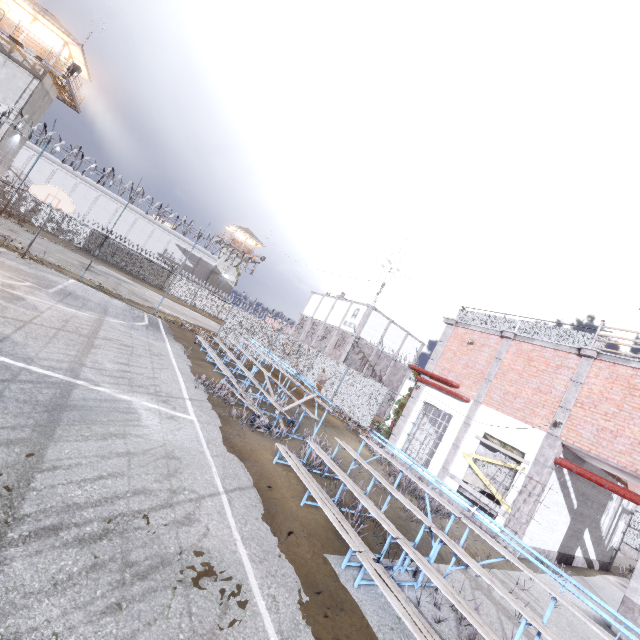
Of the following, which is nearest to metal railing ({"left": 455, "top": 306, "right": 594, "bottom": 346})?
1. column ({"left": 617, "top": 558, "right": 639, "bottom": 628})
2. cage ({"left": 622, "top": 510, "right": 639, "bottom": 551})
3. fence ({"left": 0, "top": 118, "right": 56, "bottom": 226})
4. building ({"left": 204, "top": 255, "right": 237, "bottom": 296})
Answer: fence ({"left": 0, "top": 118, "right": 56, "bottom": 226})

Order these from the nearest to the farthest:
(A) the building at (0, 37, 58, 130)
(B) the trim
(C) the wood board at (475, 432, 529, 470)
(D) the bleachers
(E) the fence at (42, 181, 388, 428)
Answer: (D) the bleachers < (B) the trim < (C) the wood board at (475, 432, 529, 470) < (E) the fence at (42, 181, 388, 428) < (A) the building at (0, 37, 58, 130)

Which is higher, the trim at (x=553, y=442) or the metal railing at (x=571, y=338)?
the metal railing at (x=571, y=338)

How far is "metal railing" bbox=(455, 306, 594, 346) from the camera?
11.63m

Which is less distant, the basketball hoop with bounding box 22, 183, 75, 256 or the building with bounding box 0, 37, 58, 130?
the basketball hoop with bounding box 22, 183, 75, 256

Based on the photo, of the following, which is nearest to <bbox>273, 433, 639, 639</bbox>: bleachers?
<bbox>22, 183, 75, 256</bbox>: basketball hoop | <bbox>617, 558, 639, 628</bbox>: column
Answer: <bbox>617, 558, 639, 628</bbox>: column

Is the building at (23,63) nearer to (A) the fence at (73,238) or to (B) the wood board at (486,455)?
(A) the fence at (73,238)

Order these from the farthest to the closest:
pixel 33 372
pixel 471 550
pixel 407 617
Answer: pixel 471 550 → pixel 33 372 → pixel 407 617
